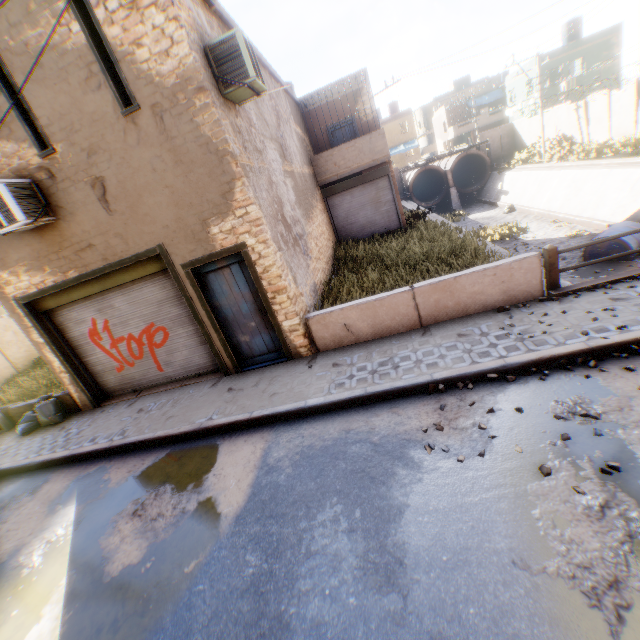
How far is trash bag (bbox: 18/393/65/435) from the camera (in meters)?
8.63

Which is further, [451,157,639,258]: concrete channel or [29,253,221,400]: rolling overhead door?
[451,157,639,258]: concrete channel

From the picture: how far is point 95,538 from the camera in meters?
4.8

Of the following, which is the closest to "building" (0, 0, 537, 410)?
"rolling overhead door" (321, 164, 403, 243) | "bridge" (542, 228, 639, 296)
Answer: "rolling overhead door" (321, 164, 403, 243)

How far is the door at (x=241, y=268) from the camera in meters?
6.9

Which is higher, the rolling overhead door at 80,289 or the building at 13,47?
the building at 13,47

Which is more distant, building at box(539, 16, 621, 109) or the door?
building at box(539, 16, 621, 109)

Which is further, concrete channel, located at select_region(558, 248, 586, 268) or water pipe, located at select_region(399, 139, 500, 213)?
water pipe, located at select_region(399, 139, 500, 213)
